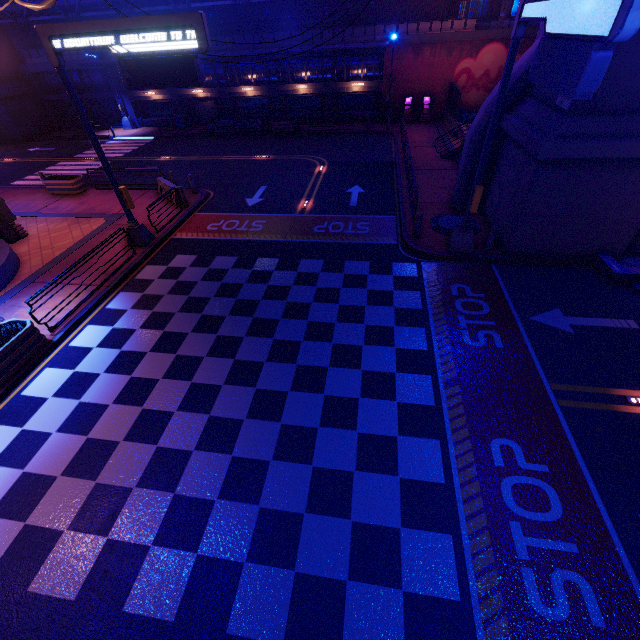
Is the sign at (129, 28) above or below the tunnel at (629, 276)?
above

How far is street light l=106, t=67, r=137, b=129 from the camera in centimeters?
3077cm

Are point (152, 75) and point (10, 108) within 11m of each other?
no

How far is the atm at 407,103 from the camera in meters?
28.0 m

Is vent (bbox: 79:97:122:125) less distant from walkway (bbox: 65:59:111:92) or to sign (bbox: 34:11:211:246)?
walkway (bbox: 65:59:111:92)

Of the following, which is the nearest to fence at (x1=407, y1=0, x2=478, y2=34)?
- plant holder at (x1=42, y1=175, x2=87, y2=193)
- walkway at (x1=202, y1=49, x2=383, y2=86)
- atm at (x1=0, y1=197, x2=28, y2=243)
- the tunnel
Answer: walkway at (x1=202, y1=49, x2=383, y2=86)

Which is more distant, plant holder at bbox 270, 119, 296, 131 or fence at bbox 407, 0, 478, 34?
plant holder at bbox 270, 119, 296, 131

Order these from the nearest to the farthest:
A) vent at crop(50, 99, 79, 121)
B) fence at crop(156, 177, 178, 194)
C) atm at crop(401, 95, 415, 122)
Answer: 1. fence at crop(156, 177, 178, 194)
2. atm at crop(401, 95, 415, 122)
3. vent at crop(50, 99, 79, 121)
